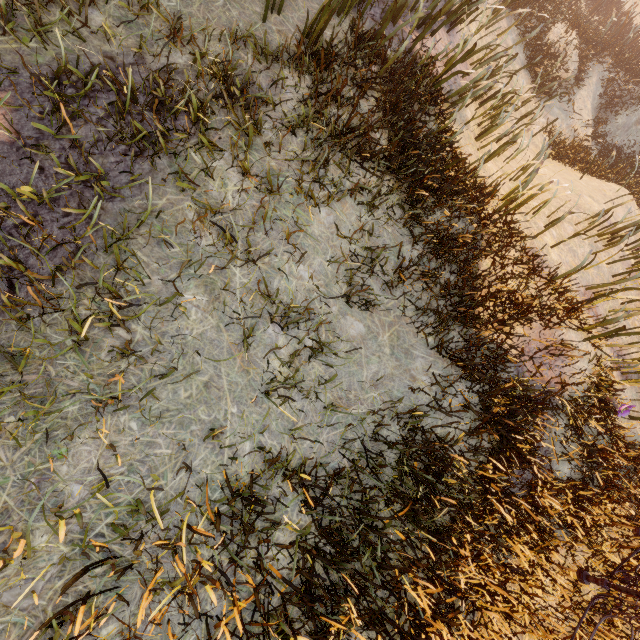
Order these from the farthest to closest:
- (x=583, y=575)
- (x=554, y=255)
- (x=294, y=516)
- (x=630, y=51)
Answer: (x=630, y=51) → (x=554, y=255) → (x=583, y=575) → (x=294, y=516)
